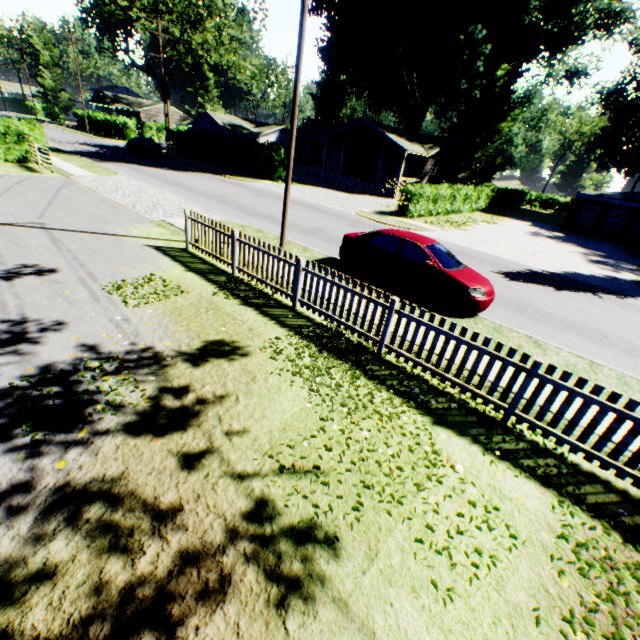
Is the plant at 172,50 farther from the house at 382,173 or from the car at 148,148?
the house at 382,173

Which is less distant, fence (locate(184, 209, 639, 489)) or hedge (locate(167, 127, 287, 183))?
fence (locate(184, 209, 639, 489))

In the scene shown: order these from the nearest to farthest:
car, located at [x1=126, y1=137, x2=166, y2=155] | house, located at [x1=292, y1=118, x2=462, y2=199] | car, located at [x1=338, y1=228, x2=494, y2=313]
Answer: car, located at [x1=338, y1=228, x2=494, y2=313]
house, located at [x1=292, y1=118, x2=462, y2=199]
car, located at [x1=126, y1=137, x2=166, y2=155]

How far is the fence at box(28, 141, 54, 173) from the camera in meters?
17.8 m

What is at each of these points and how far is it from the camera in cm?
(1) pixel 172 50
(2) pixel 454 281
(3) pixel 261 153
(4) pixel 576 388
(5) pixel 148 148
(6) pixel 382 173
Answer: (1) plant, 5575
(2) car, 865
(3) hedge, 3014
(4) fence, 466
(5) car, 3416
(6) house, 3784

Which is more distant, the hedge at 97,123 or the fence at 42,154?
the hedge at 97,123

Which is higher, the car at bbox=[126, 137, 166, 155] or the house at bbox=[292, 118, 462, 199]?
the house at bbox=[292, 118, 462, 199]

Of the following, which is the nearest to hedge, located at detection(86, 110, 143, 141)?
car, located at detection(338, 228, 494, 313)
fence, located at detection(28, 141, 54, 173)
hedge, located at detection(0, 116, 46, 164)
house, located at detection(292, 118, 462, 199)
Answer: house, located at detection(292, 118, 462, 199)
